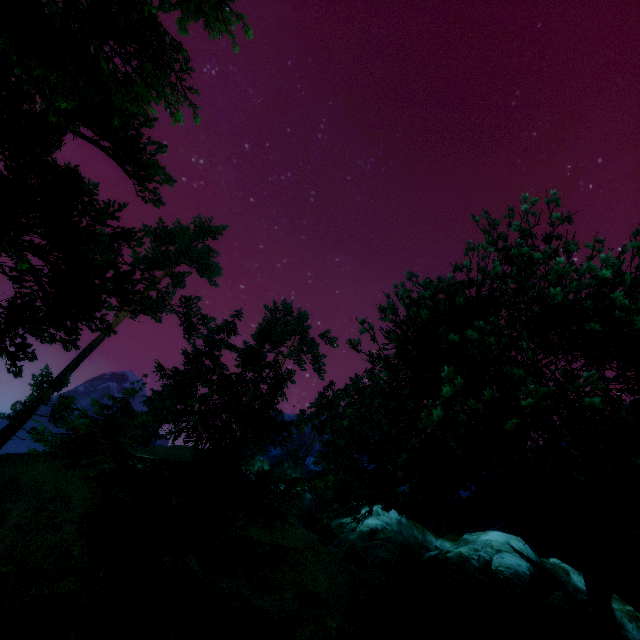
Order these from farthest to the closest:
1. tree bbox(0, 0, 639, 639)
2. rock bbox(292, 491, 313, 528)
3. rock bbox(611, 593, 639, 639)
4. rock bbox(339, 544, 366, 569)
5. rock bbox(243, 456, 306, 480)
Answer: rock bbox(243, 456, 306, 480), rock bbox(292, 491, 313, 528), rock bbox(339, 544, 366, 569), rock bbox(611, 593, 639, 639), tree bbox(0, 0, 639, 639)

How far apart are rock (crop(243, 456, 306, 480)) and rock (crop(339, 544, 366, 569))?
14.08m

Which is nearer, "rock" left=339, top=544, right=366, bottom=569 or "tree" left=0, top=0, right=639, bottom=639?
"tree" left=0, top=0, right=639, bottom=639

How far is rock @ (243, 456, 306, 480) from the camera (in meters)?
31.06

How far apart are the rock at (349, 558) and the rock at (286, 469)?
14.08m

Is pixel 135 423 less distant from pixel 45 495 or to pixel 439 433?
pixel 45 495

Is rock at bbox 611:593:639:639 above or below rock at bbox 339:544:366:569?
above

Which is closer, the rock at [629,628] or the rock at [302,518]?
the rock at [629,628]
